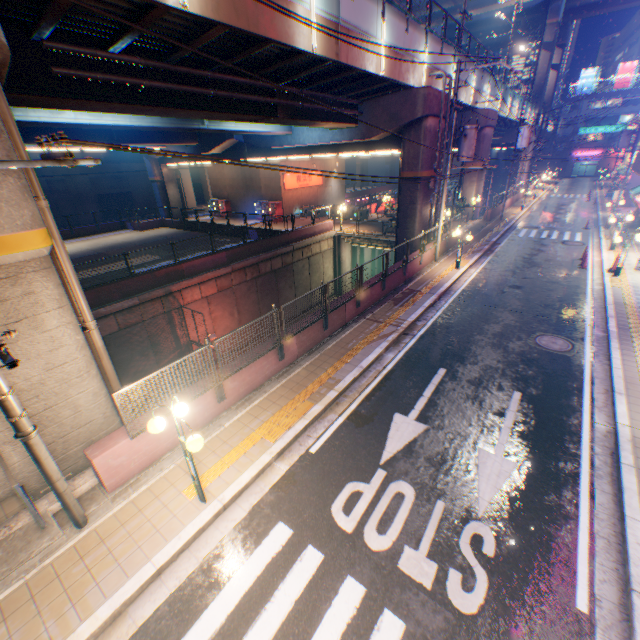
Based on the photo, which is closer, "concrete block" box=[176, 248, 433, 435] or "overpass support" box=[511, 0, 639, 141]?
"concrete block" box=[176, 248, 433, 435]

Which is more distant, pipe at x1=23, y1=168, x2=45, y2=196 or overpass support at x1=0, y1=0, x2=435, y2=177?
overpass support at x1=0, y1=0, x2=435, y2=177

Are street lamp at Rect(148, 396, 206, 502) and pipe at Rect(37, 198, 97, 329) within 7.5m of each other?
yes

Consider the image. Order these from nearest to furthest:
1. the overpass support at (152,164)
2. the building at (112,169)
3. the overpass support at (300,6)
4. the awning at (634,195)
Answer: the overpass support at (300,6), the awning at (634,195), the overpass support at (152,164), the building at (112,169)

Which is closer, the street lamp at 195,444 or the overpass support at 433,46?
the street lamp at 195,444

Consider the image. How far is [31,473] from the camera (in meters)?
6.71

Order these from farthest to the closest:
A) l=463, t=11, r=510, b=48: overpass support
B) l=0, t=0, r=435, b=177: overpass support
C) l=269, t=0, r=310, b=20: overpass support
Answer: l=463, t=11, r=510, b=48: overpass support, l=269, t=0, r=310, b=20: overpass support, l=0, t=0, r=435, b=177: overpass support

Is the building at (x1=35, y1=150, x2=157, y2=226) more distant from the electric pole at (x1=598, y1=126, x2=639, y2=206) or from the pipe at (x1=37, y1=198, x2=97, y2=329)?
the electric pole at (x1=598, y1=126, x2=639, y2=206)
